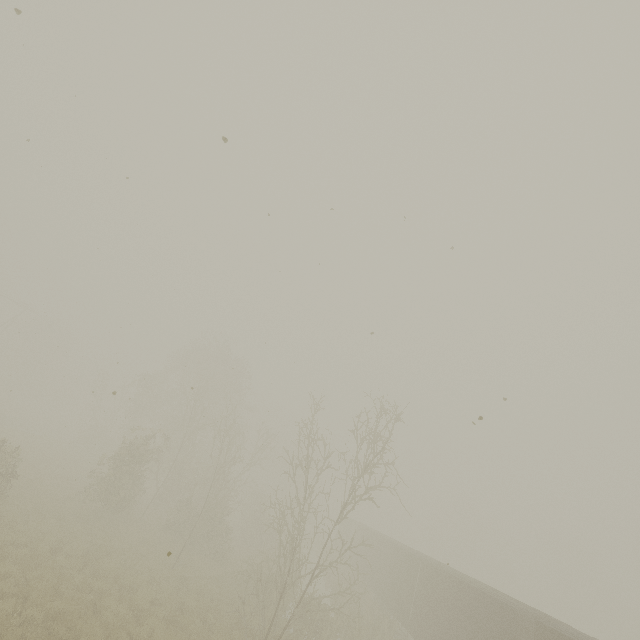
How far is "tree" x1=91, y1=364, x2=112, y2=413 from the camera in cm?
3684

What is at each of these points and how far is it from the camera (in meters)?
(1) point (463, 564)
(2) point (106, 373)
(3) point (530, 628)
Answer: (1) tree, 59.00
(2) tree, 37.62
(3) boxcar, 12.06

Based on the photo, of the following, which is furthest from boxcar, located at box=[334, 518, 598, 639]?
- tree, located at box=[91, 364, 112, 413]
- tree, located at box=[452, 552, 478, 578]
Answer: tree, located at box=[91, 364, 112, 413]

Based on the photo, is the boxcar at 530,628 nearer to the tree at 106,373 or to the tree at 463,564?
the tree at 463,564

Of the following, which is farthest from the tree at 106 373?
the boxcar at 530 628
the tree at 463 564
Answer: the tree at 463 564

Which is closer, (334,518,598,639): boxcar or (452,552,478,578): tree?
(334,518,598,639): boxcar

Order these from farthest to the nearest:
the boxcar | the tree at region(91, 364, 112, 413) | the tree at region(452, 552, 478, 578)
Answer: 1. the tree at region(452, 552, 478, 578)
2. the tree at region(91, 364, 112, 413)
3. the boxcar
